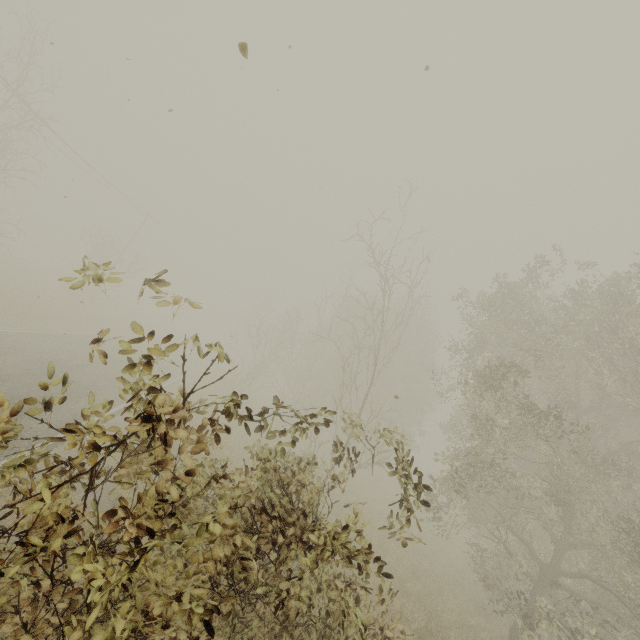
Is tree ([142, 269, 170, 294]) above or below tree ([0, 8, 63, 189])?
below

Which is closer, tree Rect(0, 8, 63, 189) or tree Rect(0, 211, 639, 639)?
tree Rect(0, 211, 639, 639)

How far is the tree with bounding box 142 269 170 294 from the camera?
2.4 meters

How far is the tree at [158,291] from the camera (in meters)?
2.44

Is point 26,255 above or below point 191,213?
below

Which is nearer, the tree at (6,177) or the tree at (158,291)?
the tree at (158,291)
